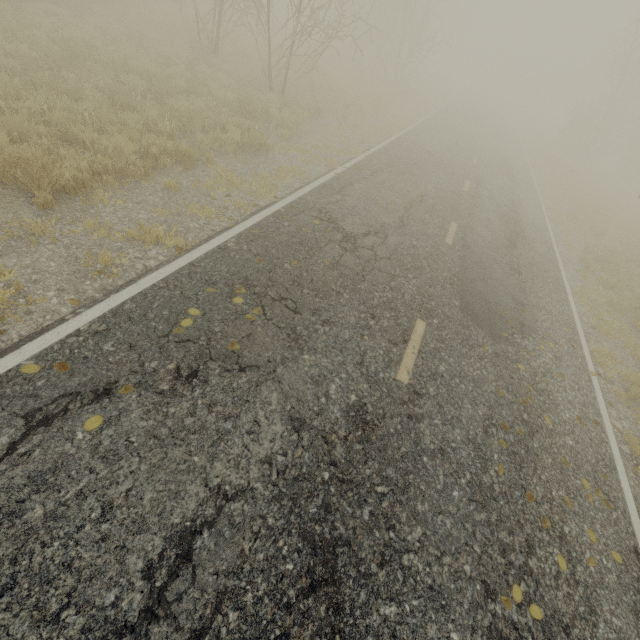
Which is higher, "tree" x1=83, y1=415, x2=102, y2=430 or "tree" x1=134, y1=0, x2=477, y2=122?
"tree" x1=134, y1=0, x2=477, y2=122

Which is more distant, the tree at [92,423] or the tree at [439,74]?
the tree at [439,74]

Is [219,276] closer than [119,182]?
Yes

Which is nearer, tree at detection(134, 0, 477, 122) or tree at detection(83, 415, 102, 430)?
tree at detection(83, 415, 102, 430)

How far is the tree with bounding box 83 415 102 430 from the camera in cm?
289

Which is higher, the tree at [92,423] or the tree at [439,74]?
the tree at [439,74]
